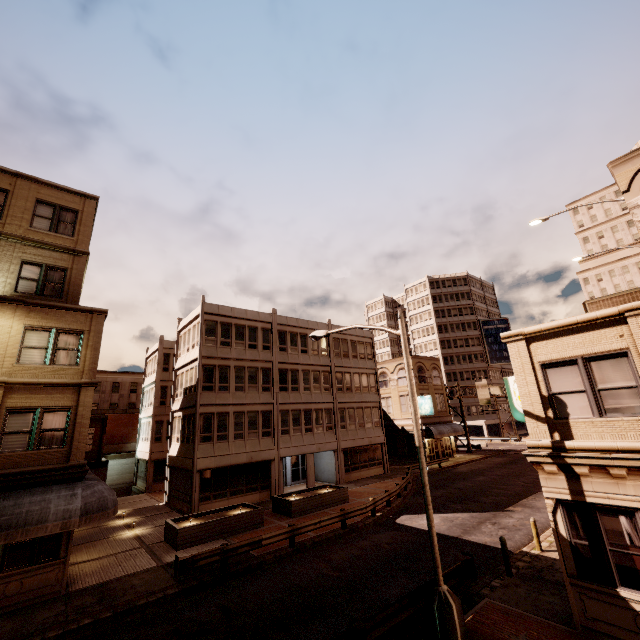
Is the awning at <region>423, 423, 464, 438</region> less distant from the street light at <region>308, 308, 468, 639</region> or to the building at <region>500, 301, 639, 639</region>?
the building at <region>500, 301, 639, 639</region>

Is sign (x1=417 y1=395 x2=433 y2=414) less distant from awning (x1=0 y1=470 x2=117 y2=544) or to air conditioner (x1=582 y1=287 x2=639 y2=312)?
air conditioner (x1=582 y1=287 x2=639 y2=312)

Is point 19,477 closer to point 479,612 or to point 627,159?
point 479,612

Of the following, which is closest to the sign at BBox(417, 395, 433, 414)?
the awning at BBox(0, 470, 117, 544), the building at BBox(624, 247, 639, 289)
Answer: the awning at BBox(0, 470, 117, 544)

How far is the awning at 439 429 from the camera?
39.2m

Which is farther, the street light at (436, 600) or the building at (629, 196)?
the building at (629, 196)

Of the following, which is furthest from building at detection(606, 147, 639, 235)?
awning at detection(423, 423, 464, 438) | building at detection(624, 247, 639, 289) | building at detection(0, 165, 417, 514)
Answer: building at detection(624, 247, 639, 289)

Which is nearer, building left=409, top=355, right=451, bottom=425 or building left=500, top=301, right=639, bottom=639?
building left=500, top=301, right=639, bottom=639
